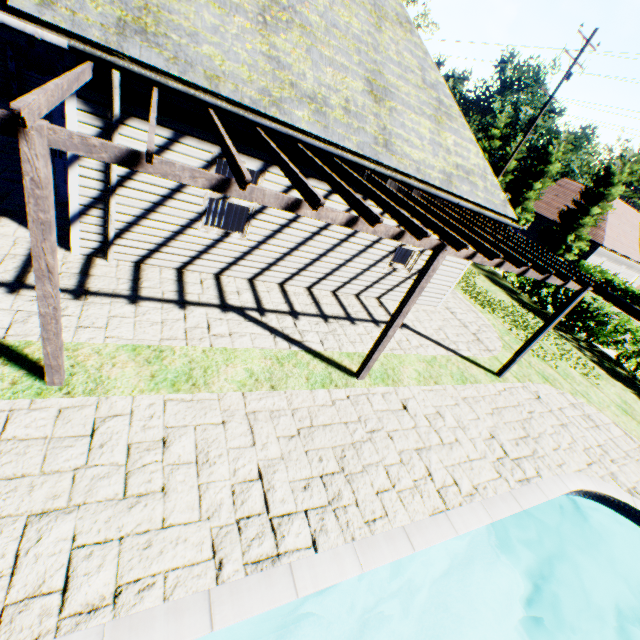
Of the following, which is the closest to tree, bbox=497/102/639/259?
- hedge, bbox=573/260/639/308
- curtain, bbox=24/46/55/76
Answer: hedge, bbox=573/260/639/308

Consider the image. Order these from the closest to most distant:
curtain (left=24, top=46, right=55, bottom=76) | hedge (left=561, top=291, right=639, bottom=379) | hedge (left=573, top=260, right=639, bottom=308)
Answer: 1. curtain (left=24, top=46, right=55, bottom=76)
2. hedge (left=561, top=291, right=639, bottom=379)
3. hedge (left=573, top=260, right=639, bottom=308)

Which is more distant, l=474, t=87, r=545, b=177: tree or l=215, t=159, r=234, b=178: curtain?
l=474, t=87, r=545, b=177: tree

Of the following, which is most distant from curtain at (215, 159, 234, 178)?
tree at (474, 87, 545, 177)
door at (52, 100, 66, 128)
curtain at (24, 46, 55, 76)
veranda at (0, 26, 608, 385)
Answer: tree at (474, 87, 545, 177)

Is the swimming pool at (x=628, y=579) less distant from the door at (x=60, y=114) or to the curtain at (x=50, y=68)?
the door at (x=60, y=114)

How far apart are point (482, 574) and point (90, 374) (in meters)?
8.97

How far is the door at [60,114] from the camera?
6.3 meters

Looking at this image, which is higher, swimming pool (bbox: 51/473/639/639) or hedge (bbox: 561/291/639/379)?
hedge (bbox: 561/291/639/379)
